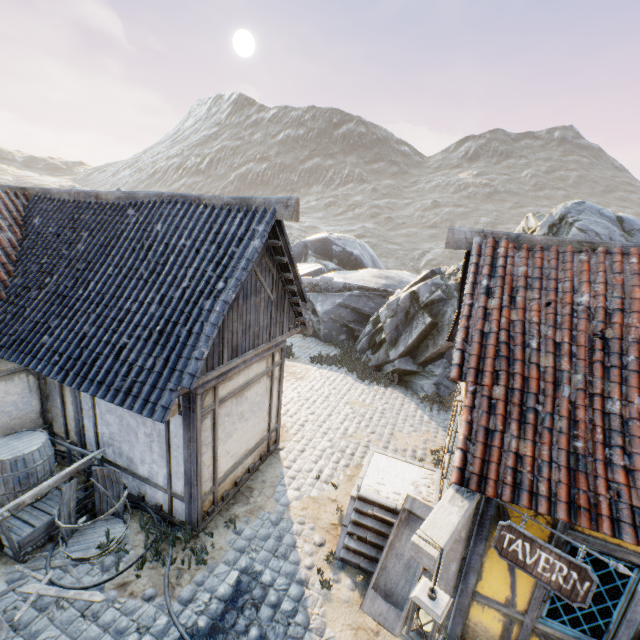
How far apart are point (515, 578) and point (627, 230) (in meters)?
12.72

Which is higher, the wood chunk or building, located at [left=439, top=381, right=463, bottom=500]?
building, located at [left=439, top=381, right=463, bottom=500]

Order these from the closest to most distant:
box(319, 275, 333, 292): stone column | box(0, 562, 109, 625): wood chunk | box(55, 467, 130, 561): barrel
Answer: box(0, 562, 109, 625): wood chunk
box(55, 467, 130, 561): barrel
box(319, 275, 333, 292): stone column

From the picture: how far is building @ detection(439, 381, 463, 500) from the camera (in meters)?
5.90

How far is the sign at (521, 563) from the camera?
3.2m

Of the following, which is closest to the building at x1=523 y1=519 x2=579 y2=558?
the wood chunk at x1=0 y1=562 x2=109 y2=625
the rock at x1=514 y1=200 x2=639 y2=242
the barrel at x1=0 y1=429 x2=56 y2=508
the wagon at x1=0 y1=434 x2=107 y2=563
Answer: the rock at x1=514 y1=200 x2=639 y2=242

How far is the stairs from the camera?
5.7m

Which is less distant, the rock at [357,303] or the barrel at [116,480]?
the barrel at [116,480]
